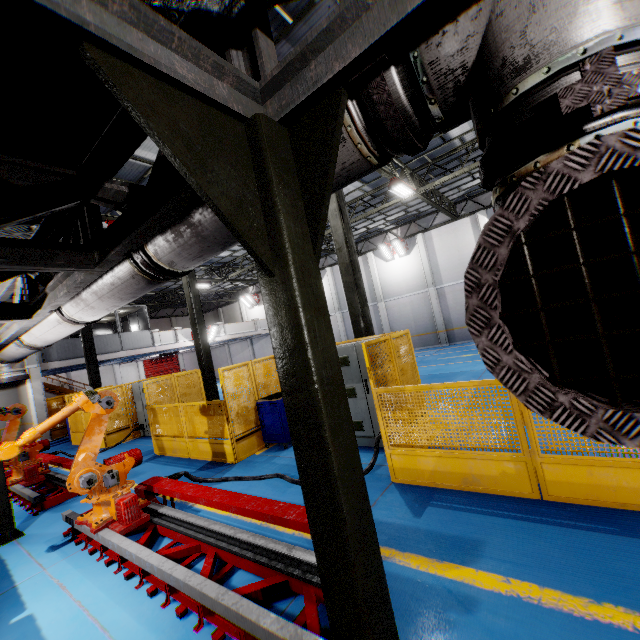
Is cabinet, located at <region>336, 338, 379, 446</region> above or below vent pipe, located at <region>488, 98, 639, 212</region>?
below

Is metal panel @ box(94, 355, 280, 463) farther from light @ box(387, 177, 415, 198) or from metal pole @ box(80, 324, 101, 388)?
light @ box(387, 177, 415, 198)

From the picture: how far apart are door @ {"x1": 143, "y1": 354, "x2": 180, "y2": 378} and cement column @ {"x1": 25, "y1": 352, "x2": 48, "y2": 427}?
15.6 meters

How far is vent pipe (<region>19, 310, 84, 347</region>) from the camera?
3.8 meters

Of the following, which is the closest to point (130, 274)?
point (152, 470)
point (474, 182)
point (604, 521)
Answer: point (604, 521)

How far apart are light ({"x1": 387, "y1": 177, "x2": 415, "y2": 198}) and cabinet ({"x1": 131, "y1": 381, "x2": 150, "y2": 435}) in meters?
11.4

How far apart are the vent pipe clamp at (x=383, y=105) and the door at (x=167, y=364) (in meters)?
36.78

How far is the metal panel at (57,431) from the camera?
17.2 meters
